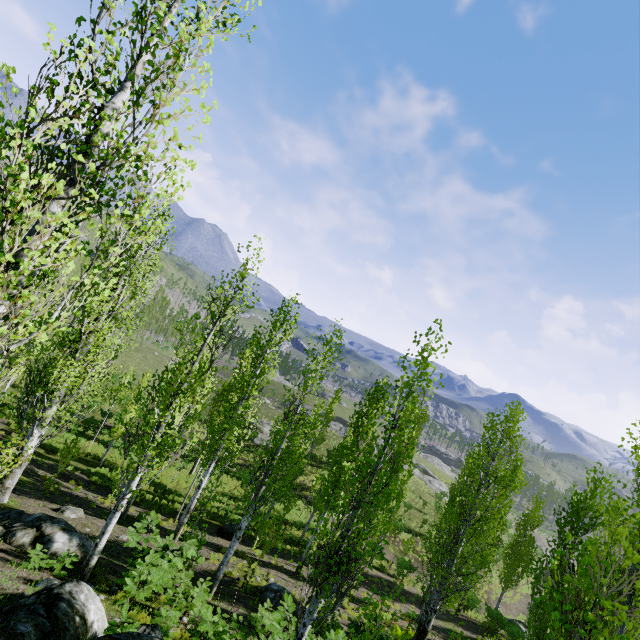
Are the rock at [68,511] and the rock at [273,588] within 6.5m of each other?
no

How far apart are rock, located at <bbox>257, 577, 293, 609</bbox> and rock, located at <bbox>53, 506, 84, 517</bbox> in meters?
8.1

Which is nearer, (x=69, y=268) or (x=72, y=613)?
(x=69, y=268)

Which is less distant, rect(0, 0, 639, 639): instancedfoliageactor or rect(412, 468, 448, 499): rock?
rect(0, 0, 639, 639): instancedfoliageactor

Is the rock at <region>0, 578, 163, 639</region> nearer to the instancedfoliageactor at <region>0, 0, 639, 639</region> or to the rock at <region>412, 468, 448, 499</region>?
the instancedfoliageactor at <region>0, 0, 639, 639</region>

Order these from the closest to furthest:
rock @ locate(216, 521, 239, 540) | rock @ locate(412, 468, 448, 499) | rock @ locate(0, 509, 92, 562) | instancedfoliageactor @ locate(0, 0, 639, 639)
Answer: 1. instancedfoliageactor @ locate(0, 0, 639, 639)
2. rock @ locate(0, 509, 92, 562)
3. rock @ locate(216, 521, 239, 540)
4. rock @ locate(412, 468, 448, 499)

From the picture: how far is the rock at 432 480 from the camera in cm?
5149

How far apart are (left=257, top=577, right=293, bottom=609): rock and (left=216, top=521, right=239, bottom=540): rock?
4.7m
